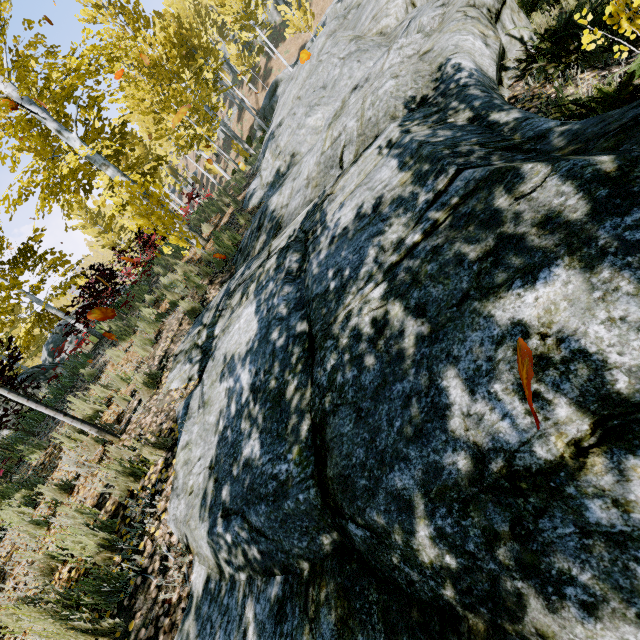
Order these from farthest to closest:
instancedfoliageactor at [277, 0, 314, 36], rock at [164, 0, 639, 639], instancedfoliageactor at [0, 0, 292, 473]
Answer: instancedfoliageactor at [277, 0, 314, 36], instancedfoliageactor at [0, 0, 292, 473], rock at [164, 0, 639, 639]

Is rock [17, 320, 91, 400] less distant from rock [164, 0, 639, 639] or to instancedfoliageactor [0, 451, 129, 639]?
instancedfoliageactor [0, 451, 129, 639]

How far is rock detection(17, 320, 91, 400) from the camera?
8.7 meters

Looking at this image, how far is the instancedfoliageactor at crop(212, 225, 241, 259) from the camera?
7.0 meters

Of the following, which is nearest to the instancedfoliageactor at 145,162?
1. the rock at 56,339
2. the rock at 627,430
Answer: the rock at 627,430

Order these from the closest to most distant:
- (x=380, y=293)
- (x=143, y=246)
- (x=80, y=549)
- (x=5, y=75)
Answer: (x=380, y=293), (x=80, y=549), (x=5, y=75), (x=143, y=246)

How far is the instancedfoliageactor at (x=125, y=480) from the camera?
3.4 meters
